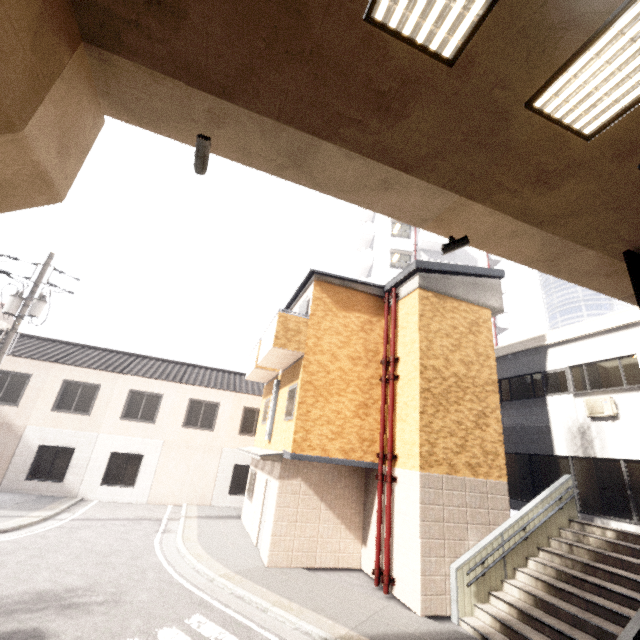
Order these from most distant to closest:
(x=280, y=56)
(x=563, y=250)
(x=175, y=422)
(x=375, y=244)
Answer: (x=375, y=244) → (x=175, y=422) → (x=563, y=250) → (x=280, y=56)

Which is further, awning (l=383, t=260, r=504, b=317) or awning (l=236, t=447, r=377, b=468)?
awning (l=383, t=260, r=504, b=317)

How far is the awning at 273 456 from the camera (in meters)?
9.48

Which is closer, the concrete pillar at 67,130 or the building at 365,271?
the concrete pillar at 67,130

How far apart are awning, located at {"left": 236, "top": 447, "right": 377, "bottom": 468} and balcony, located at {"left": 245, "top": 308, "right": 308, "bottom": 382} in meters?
3.0

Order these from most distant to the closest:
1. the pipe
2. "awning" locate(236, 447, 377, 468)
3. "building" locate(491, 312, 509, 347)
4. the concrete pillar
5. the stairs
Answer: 1. "building" locate(491, 312, 509, 347)
2. "awning" locate(236, 447, 377, 468)
3. the pipe
4. the stairs
5. the concrete pillar

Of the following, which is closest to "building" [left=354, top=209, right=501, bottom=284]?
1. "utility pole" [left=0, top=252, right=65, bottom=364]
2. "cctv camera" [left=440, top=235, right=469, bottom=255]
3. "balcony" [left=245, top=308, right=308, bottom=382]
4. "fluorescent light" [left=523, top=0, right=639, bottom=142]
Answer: "balcony" [left=245, top=308, right=308, bottom=382]

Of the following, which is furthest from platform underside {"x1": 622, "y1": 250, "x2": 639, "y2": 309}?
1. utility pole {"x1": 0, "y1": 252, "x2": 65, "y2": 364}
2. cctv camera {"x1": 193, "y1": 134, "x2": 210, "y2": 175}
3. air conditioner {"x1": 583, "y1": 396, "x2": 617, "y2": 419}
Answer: utility pole {"x1": 0, "y1": 252, "x2": 65, "y2": 364}
